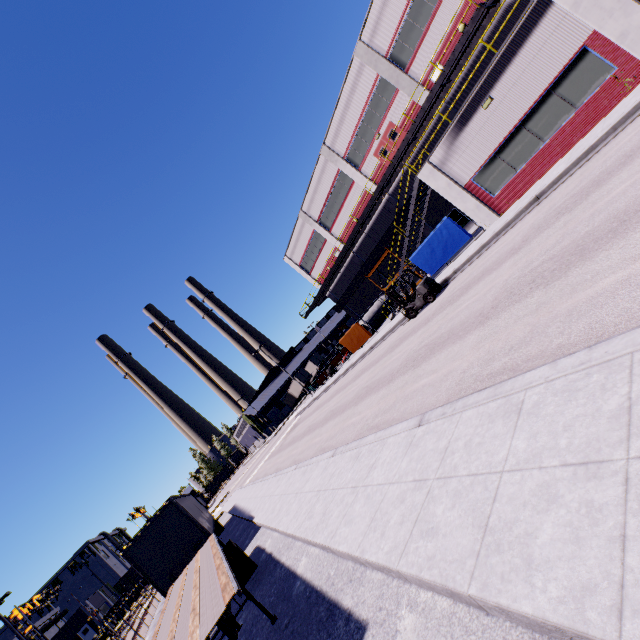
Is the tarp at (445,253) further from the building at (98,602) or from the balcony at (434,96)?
the balcony at (434,96)

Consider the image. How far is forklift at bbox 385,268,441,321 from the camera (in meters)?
16.91

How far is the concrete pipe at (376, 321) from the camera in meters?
33.0

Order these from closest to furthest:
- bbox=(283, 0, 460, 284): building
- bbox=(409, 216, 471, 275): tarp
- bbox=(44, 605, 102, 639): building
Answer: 1. bbox=(409, 216, 471, 275): tarp
2. bbox=(283, 0, 460, 284): building
3. bbox=(44, 605, 102, 639): building

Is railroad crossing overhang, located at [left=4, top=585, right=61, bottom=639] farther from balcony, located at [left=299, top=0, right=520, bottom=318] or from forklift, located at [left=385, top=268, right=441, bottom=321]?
forklift, located at [left=385, top=268, right=441, bottom=321]

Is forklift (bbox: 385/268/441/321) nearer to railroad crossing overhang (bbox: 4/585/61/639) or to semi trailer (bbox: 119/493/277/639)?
semi trailer (bbox: 119/493/277/639)

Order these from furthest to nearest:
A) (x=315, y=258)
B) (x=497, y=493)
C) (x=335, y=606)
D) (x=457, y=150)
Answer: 1. (x=315, y=258)
2. (x=457, y=150)
3. (x=335, y=606)
4. (x=497, y=493)

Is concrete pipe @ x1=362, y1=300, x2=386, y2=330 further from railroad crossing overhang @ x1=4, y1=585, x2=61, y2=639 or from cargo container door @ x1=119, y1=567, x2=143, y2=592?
cargo container door @ x1=119, y1=567, x2=143, y2=592
